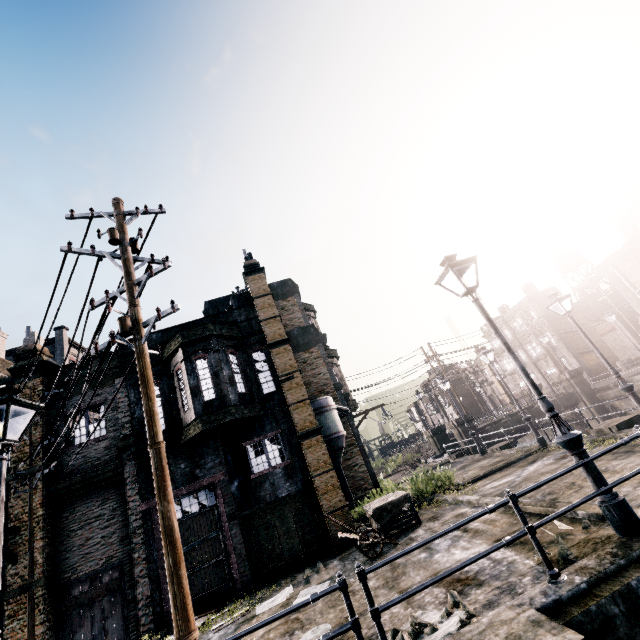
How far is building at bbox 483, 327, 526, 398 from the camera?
53.56m

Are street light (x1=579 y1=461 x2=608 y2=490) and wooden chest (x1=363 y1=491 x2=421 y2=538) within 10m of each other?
yes

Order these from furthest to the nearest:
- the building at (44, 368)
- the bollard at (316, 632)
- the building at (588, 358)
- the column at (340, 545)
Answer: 1. the building at (588, 358)
2. the building at (44, 368)
3. the column at (340, 545)
4. the bollard at (316, 632)

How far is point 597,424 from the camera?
29.7 meters

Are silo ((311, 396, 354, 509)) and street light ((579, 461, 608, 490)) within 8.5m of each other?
no

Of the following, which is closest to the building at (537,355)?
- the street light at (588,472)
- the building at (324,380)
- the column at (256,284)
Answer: the building at (324,380)

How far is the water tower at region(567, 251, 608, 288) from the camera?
57.5 meters

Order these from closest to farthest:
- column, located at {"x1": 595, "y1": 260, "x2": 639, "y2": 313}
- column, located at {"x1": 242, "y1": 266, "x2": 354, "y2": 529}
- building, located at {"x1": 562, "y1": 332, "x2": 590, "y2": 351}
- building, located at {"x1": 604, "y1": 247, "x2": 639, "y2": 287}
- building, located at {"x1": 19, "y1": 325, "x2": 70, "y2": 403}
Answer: column, located at {"x1": 242, "y1": 266, "x2": 354, "y2": 529} → building, located at {"x1": 19, "y1": 325, "x2": 70, "y2": 403} → building, located at {"x1": 604, "y1": 247, "x2": 639, "y2": 287} → column, located at {"x1": 595, "y1": 260, "x2": 639, "y2": 313} → building, located at {"x1": 562, "y1": 332, "x2": 590, "y2": 351}
